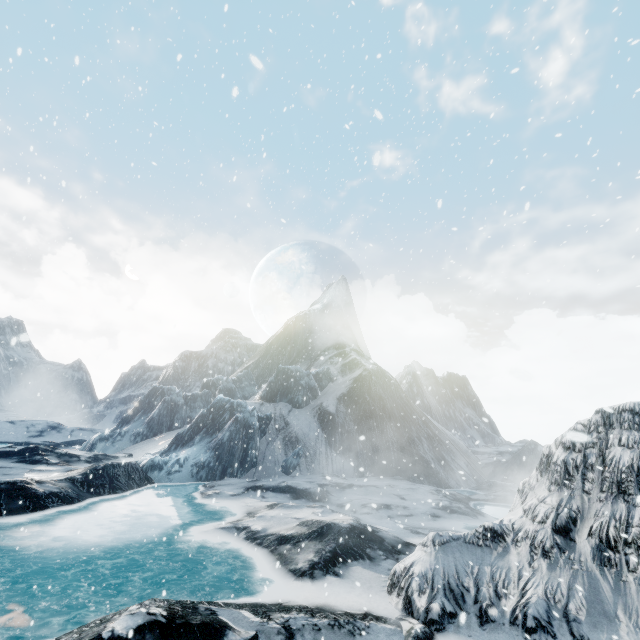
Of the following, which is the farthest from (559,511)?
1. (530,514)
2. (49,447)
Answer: (49,447)
